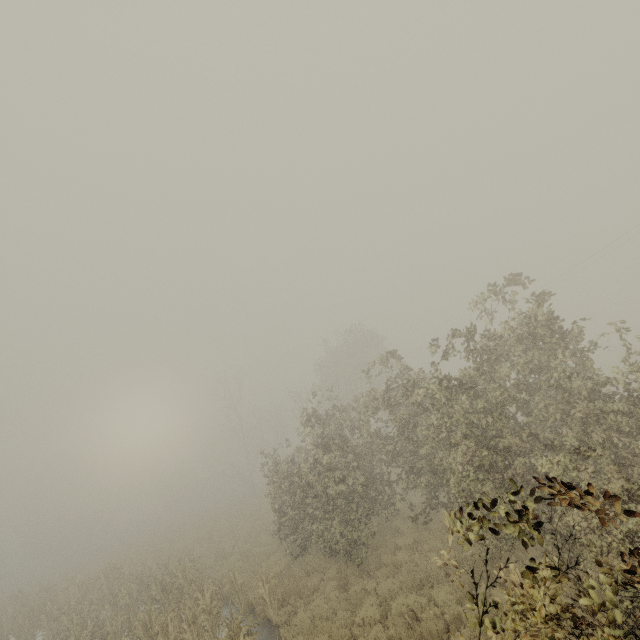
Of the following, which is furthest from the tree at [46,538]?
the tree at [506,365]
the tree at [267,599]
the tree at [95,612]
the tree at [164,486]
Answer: the tree at [267,599]

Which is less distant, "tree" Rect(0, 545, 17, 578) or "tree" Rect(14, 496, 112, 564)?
"tree" Rect(0, 545, 17, 578)

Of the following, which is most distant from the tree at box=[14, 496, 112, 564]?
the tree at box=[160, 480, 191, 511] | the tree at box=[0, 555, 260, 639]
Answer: the tree at box=[0, 555, 260, 639]

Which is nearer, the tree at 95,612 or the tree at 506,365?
the tree at 506,365

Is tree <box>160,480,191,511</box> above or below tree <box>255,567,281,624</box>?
above

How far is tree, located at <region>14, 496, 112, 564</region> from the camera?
48.12m

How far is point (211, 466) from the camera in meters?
55.0 m

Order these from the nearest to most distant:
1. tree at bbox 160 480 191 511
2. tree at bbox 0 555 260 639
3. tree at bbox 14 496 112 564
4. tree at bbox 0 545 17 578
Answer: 1. tree at bbox 0 555 260 639
2. tree at bbox 0 545 17 578
3. tree at bbox 14 496 112 564
4. tree at bbox 160 480 191 511
